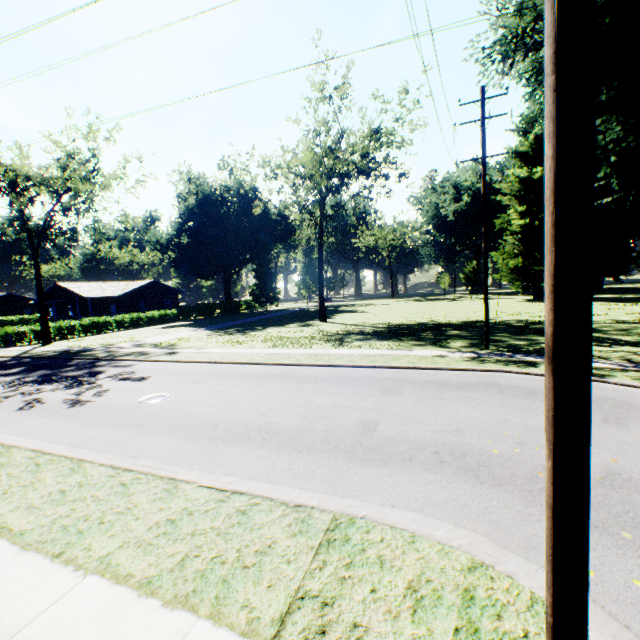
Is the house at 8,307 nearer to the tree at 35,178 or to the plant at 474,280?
the tree at 35,178

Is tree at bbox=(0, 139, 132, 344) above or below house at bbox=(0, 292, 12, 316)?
above

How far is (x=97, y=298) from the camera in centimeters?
4866cm

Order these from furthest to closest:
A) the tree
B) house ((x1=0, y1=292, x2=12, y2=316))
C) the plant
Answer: house ((x1=0, y1=292, x2=12, y2=316)) → the plant → the tree

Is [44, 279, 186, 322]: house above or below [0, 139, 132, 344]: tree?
below

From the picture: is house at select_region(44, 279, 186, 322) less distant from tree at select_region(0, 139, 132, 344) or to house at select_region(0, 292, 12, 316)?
tree at select_region(0, 139, 132, 344)

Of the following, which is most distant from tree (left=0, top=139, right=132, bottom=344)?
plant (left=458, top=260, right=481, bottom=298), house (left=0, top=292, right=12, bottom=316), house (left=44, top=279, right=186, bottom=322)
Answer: plant (left=458, top=260, right=481, bottom=298)

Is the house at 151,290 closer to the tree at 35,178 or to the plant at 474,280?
the tree at 35,178
